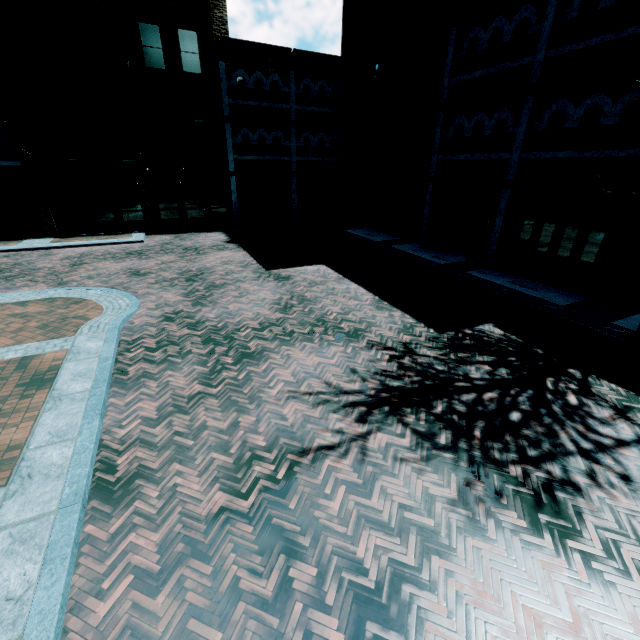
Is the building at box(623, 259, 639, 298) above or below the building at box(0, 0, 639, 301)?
below

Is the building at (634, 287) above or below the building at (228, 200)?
below

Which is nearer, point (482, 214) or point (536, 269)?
point (536, 269)
